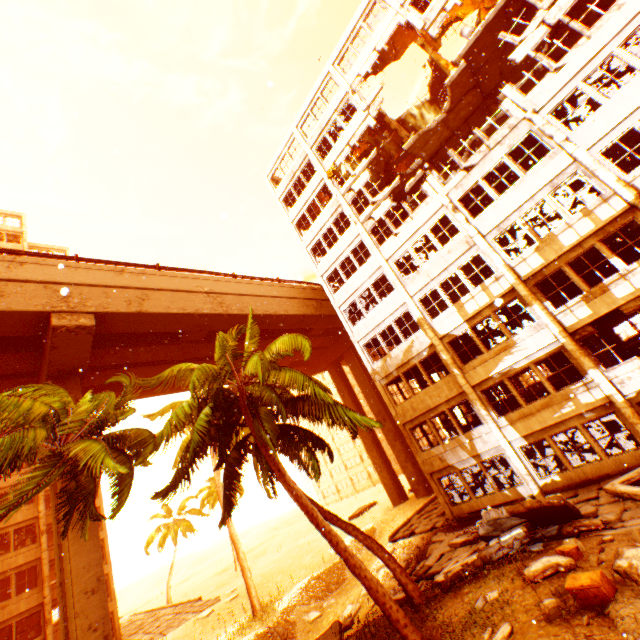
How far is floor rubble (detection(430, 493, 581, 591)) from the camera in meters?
10.4 m

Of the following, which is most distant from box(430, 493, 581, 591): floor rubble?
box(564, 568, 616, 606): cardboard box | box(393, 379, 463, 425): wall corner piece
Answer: box(393, 379, 463, 425): wall corner piece

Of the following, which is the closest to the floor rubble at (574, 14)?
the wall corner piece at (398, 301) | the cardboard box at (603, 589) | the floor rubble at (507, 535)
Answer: the wall corner piece at (398, 301)

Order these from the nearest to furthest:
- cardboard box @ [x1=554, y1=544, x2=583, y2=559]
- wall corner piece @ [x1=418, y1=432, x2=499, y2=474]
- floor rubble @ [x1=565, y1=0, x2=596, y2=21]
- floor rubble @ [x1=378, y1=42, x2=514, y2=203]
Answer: cardboard box @ [x1=554, y1=544, x2=583, y2=559]
floor rubble @ [x1=565, y1=0, x2=596, y2=21]
wall corner piece @ [x1=418, y1=432, x2=499, y2=474]
floor rubble @ [x1=378, y1=42, x2=514, y2=203]

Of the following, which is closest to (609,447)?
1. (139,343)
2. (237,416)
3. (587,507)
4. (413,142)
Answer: (587,507)

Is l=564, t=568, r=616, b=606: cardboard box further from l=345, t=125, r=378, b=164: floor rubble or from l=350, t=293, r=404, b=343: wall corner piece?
l=345, t=125, r=378, b=164: floor rubble

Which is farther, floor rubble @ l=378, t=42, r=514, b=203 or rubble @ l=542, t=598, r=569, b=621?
floor rubble @ l=378, t=42, r=514, b=203

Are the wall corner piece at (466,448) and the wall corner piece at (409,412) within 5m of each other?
yes
